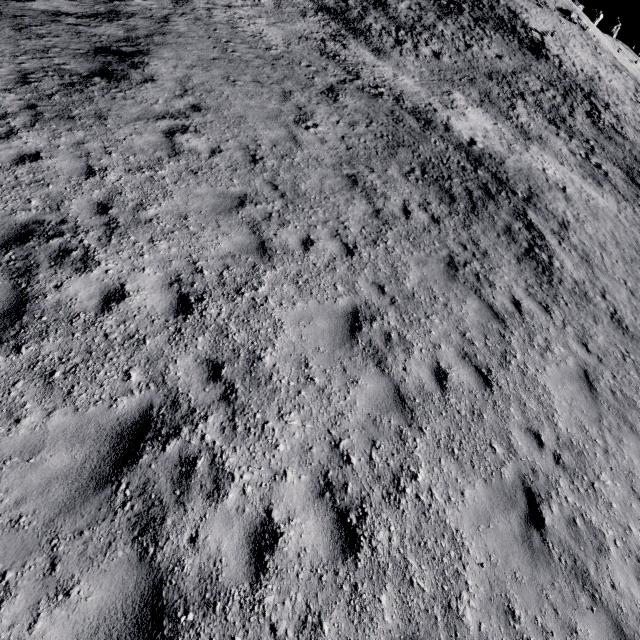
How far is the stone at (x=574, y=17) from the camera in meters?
41.6 m

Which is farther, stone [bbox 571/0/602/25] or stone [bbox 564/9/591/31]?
stone [bbox 571/0/602/25]

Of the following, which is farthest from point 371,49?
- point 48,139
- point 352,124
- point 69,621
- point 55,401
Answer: point 69,621

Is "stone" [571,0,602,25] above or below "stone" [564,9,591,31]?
above

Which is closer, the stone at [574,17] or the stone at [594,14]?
the stone at [574,17]

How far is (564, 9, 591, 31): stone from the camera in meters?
41.6
